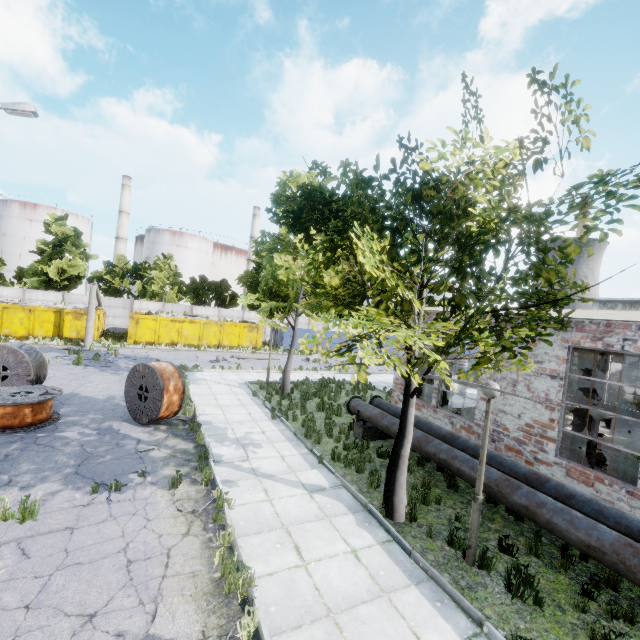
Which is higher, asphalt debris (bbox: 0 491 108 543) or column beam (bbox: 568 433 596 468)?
column beam (bbox: 568 433 596 468)

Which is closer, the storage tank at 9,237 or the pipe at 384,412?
the pipe at 384,412

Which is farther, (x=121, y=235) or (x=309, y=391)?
(x=121, y=235)

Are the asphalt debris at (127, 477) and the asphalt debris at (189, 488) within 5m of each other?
yes

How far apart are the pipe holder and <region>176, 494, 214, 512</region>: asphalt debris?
5.60m

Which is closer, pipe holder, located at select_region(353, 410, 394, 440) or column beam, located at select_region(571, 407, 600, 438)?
column beam, located at select_region(571, 407, 600, 438)

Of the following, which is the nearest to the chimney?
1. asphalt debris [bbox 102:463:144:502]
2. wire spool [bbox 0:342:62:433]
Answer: wire spool [bbox 0:342:62:433]

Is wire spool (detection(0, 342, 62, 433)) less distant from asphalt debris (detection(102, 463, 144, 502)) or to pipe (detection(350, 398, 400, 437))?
asphalt debris (detection(102, 463, 144, 502))
